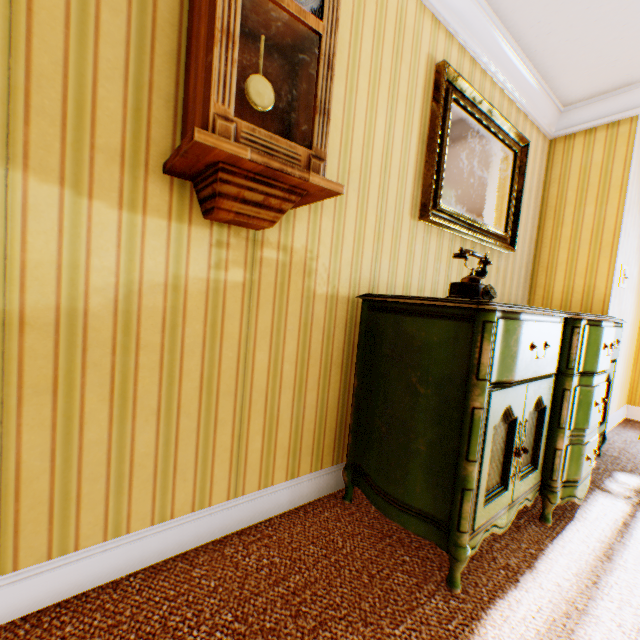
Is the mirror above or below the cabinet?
above

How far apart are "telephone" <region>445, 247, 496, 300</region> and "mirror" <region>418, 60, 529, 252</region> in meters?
0.5

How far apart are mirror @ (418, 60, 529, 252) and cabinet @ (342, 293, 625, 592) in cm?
54

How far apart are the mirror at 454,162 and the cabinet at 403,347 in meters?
0.5 m

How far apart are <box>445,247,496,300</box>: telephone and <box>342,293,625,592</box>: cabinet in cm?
2

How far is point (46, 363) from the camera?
1.0 meters

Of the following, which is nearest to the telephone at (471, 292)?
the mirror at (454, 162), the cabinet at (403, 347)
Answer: the cabinet at (403, 347)

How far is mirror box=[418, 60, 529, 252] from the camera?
2.1 meters
